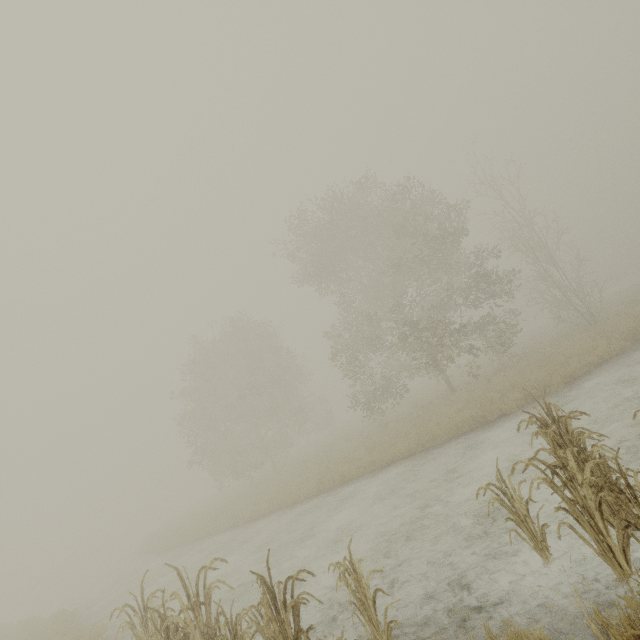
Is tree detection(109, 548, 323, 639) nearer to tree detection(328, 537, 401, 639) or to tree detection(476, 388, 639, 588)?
tree detection(328, 537, 401, 639)

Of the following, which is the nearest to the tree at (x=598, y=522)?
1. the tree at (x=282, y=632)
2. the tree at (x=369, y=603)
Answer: the tree at (x=369, y=603)

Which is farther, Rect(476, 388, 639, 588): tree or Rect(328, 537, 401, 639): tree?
Rect(328, 537, 401, 639): tree

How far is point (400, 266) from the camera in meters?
19.3 m

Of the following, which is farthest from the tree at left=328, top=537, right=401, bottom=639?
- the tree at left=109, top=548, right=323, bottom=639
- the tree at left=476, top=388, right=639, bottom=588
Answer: the tree at left=476, top=388, right=639, bottom=588
